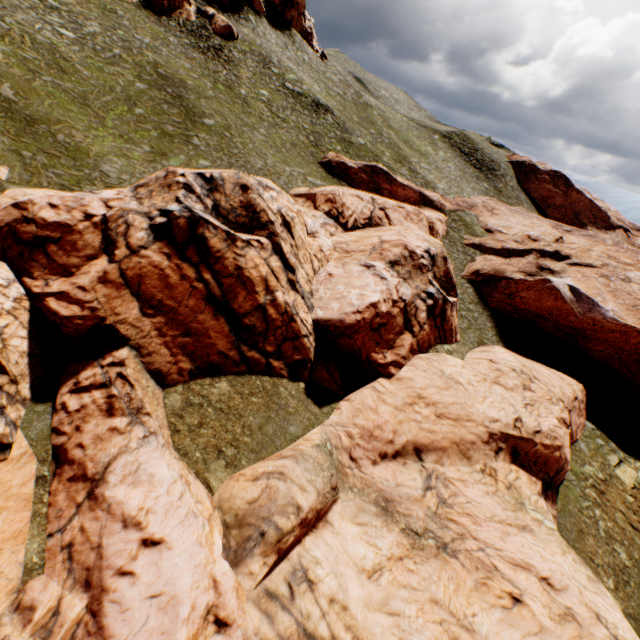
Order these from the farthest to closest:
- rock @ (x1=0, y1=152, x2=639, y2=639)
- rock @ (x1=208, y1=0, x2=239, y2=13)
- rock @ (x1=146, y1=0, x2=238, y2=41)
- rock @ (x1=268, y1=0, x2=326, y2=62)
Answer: rock @ (x1=268, y1=0, x2=326, y2=62) < rock @ (x1=208, y1=0, x2=239, y2=13) < rock @ (x1=146, y1=0, x2=238, y2=41) < rock @ (x1=0, y1=152, x2=639, y2=639)

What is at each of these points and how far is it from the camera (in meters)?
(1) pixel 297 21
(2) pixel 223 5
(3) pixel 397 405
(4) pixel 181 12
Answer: (1) rock, 56.62
(2) rock, 46.59
(3) rock, 19.45
(4) rock, 42.59

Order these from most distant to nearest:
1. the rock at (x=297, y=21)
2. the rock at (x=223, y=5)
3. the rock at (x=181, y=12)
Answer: the rock at (x=297, y=21) < the rock at (x=223, y=5) < the rock at (x=181, y=12)

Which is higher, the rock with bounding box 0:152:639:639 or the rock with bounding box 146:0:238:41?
the rock with bounding box 146:0:238:41

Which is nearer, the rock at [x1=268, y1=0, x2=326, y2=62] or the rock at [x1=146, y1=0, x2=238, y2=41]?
the rock at [x1=146, y1=0, x2=238, y2=41]

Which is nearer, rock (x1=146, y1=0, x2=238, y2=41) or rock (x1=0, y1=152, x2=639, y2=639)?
rock (x1=0, y1=152, x2=639, y2=639)

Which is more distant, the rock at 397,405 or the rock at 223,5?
the rock at 223,5
